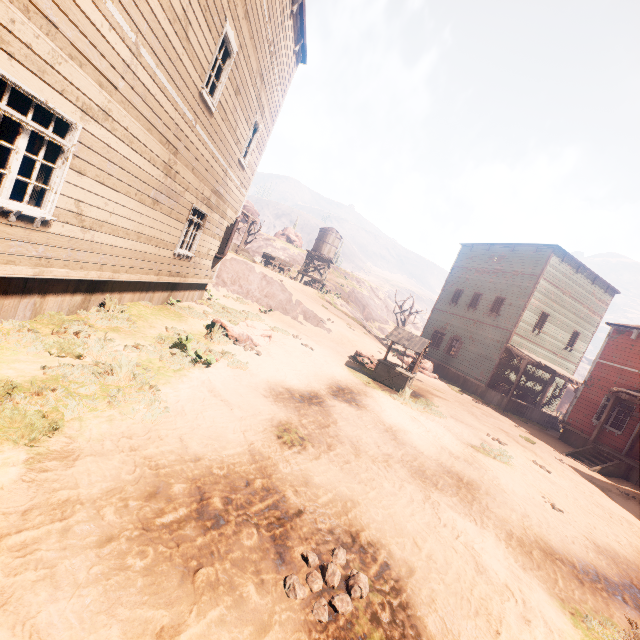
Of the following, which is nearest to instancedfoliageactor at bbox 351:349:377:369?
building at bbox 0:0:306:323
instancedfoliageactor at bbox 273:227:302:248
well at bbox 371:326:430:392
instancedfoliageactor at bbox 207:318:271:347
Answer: well at bbox 371:326:430:392

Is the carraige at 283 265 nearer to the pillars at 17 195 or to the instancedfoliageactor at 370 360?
the instancedfoliageactor at 370 360

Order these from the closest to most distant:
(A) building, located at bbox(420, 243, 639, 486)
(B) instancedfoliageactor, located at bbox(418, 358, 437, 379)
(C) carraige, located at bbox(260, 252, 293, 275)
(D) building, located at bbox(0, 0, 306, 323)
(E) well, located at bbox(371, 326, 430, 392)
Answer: (D) building, located at bbox(0, 0, 306, 323) → (E) well, located at bbox(371, 326, 430, 392) → (A) building, located at bbox(420, 243, 639, 486) → (B) instancedfoliageactor, located at bbox(418, 358, 437, 379) → (C) carraige, located at bbox(260, 252, 293, 275)

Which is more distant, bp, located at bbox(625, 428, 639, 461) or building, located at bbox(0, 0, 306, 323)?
bp, located at bbox(625, 428, 639, 461)

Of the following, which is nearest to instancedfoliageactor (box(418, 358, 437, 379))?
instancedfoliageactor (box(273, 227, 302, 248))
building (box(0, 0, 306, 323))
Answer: building (box(0, 0, 306, 323))

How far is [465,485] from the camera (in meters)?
6.46

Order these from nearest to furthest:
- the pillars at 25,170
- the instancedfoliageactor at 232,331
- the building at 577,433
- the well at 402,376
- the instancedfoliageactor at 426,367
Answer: the pillars at 25,170
the instancedfoliageactor at 232,331
the well at 402,376
the building at 577,433
the instancedfoliageactor at 426,367

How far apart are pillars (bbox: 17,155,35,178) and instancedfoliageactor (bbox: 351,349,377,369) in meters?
13.0
